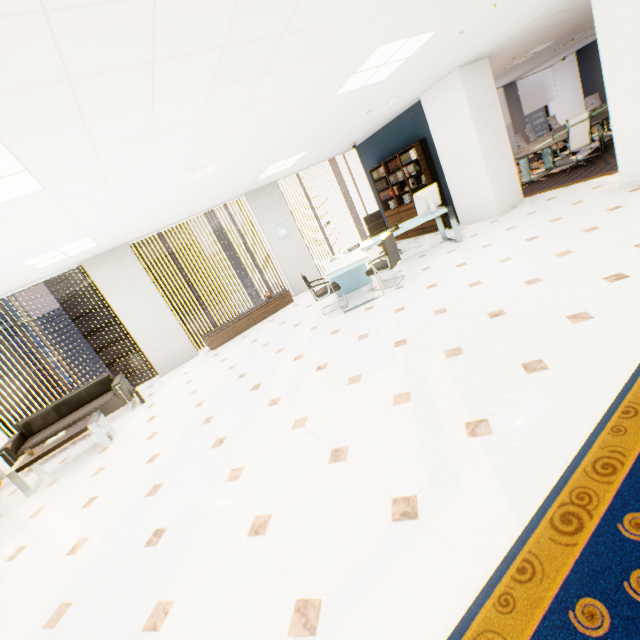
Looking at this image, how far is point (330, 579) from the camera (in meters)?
1.73

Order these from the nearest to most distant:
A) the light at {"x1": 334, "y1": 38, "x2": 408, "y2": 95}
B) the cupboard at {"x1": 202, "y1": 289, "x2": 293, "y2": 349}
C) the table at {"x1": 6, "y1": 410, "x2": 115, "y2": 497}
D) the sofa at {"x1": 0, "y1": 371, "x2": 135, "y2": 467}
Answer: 1. the light at {"x1": 334, "y1": 38, "x2": 408, "y2": 95}
2. the table at {"x1": 6, "y1": 410, "x2": 115, "y2": 497}
3. the sofa at {"x1": 0, "y1": 371, "x2": 135, "y2": 467}
4. the cupboard at {"x1": 202, "y1": 289, "x2": 293, "y2": 349}

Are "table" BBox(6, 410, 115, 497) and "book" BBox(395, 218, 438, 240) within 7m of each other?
no

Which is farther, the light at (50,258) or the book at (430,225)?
the book at (430,225)

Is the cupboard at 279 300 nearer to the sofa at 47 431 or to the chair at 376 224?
the sofa at 47 431

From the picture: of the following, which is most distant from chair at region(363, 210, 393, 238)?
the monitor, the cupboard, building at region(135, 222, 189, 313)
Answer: building at region(135, 222, 189, 313)

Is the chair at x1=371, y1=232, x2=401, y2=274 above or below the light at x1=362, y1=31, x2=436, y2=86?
below

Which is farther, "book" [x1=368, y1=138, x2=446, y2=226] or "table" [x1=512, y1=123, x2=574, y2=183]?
"table" [x1=512, y1=123, x2=574, y2=183]
